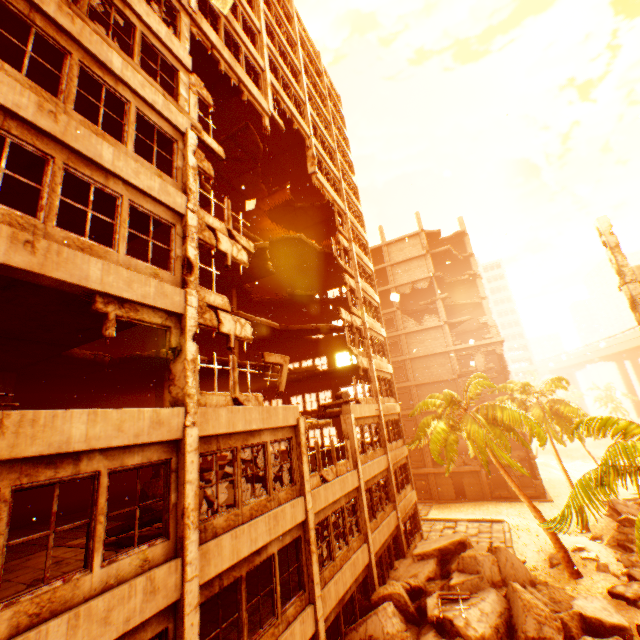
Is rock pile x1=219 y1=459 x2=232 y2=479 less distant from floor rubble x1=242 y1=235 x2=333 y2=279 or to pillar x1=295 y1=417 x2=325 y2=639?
pillar x1=295 y1=417 x2=325 y2=639

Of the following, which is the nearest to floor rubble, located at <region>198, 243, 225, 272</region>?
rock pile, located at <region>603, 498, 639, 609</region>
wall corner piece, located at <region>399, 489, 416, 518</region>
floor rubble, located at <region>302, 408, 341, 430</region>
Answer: floor rubble, located at <region>302, 408, 341, 430</region>

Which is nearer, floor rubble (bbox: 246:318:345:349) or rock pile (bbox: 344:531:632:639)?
rock pile (bbox: 344:531:632:639)

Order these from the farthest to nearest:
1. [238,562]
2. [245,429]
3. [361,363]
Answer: [361,363], [245,429], [238,562]

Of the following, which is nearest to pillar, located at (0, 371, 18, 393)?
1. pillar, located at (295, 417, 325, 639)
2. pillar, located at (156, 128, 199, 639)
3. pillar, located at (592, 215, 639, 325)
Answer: pillar, located at (156, 128, 199, 639)

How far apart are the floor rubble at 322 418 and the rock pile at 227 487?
0.9 meters

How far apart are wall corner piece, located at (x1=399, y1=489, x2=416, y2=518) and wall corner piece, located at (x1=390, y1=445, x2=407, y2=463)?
2.23m

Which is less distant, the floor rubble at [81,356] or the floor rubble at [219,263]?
the floor rubble at [81,356]
